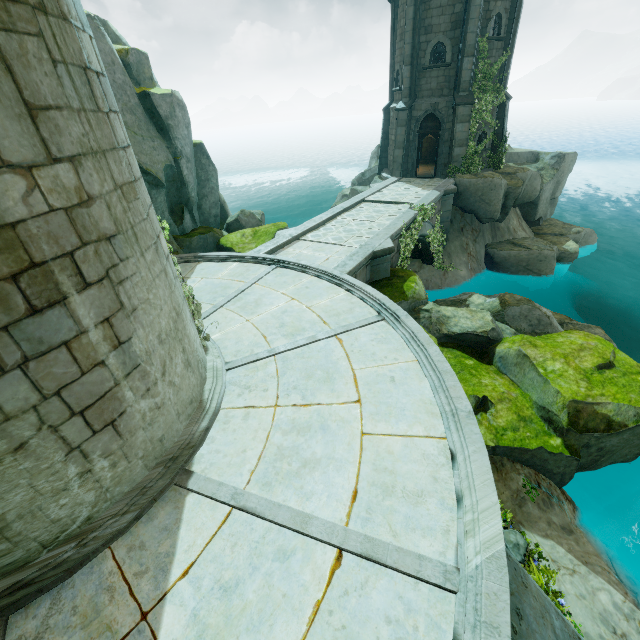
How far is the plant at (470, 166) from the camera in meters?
17.3 m

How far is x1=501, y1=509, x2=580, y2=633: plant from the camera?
5.6m

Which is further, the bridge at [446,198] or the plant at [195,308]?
the bridge at [446,198]

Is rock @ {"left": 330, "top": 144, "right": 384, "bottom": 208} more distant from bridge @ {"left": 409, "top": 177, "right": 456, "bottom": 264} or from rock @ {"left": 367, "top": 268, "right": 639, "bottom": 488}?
rock @ {"left": 367, "top": 268, "right": 639, "bottom": 488}

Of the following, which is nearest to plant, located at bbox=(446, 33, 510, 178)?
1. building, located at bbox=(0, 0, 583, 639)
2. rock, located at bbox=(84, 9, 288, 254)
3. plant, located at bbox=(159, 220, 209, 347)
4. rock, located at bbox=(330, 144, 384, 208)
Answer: rock, located at bbox=(330, 144, 384, 208)

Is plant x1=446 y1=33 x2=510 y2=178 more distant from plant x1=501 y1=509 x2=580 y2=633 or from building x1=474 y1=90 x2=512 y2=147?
plant x1=501 y1=509 x2=580 y2=633

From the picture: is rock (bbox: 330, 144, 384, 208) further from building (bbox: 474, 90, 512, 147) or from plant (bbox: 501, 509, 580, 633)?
plant (bbox: 501, 509, 580, 633)

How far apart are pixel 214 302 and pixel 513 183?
19.2m
